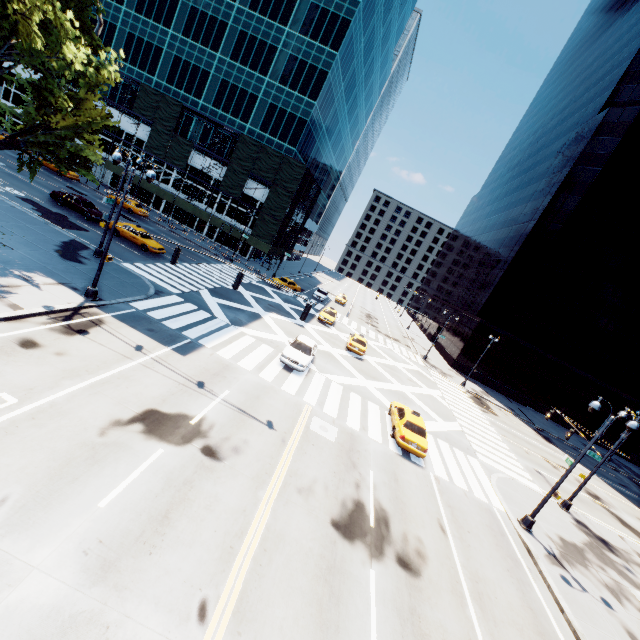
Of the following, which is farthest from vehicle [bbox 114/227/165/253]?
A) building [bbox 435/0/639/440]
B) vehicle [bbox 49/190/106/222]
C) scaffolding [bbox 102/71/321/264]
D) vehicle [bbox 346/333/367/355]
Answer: building [bbox 435/0/639/440]

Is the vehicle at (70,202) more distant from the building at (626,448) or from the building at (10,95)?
the building at (626,448)

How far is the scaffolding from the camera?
43.7m

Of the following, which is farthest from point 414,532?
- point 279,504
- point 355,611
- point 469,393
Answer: point 469,393

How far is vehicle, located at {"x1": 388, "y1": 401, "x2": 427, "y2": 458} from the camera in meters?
17.1

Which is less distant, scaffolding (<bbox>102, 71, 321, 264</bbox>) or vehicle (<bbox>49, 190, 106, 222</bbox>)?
vehicle (<bbox>49, 190, 106, 222</bbox>)

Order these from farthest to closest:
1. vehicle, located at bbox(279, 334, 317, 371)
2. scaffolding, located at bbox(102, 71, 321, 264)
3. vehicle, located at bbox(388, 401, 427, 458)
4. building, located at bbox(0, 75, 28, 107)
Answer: building, located at bbox(0, 75, 28, 107) < scaffolding, located at bbox(102, 71, 321, 264) < vehicle, located at bbox(279, 334, 317, 371) < vehicle, located at bbox(388, 401, 427, 458)

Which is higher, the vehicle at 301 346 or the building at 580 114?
the building at 580 114
